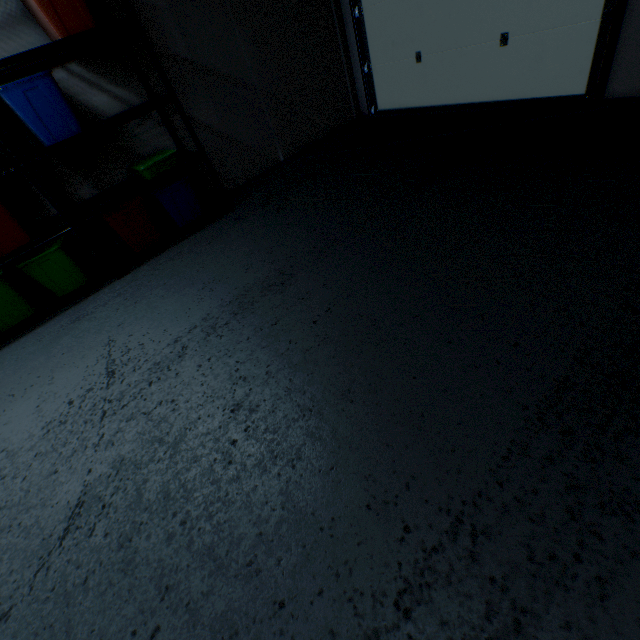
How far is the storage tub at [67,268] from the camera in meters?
2.5

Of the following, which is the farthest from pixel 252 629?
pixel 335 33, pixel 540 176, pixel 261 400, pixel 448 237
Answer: pixel 335 33

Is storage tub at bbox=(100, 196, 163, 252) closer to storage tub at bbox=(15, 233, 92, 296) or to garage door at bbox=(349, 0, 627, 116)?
storage tub at bbox=(15, 233, 92, 296)

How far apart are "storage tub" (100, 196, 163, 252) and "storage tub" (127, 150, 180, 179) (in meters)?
0.21

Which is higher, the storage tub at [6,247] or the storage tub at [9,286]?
the storage tub at [6,247]

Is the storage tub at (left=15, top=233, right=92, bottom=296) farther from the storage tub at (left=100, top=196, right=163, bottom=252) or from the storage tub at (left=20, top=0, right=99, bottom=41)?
the storage tub at (left=20, top=0, right=99, bottom=41)

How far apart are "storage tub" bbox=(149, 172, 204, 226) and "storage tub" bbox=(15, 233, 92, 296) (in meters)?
0.81

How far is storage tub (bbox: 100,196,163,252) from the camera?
2.7 meters
